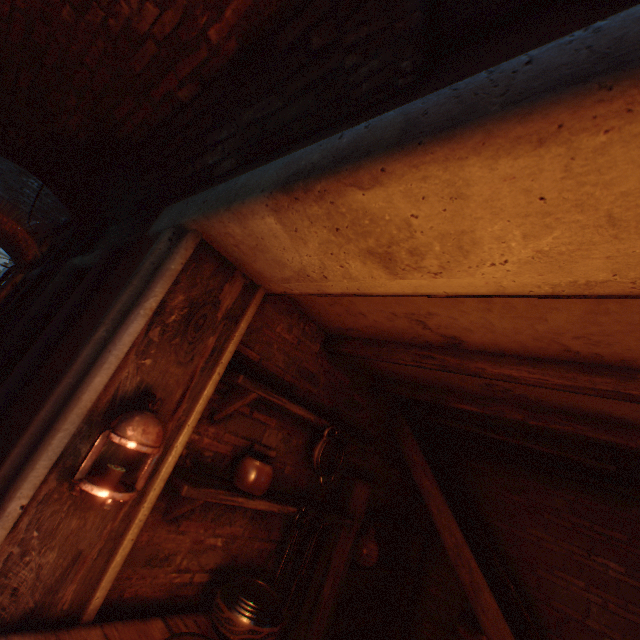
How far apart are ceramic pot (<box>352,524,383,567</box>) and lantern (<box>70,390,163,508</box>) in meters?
2.9

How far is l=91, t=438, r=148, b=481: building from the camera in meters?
1.6

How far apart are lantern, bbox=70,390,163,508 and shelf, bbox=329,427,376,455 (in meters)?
0.57

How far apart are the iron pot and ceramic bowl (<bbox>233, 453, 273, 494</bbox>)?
0.4 meters

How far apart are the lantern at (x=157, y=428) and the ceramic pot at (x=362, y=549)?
2.9m

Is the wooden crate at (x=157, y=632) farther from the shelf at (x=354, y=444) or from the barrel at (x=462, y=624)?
the barrel at (x=462, y=624)

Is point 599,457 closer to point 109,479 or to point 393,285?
point 393,285

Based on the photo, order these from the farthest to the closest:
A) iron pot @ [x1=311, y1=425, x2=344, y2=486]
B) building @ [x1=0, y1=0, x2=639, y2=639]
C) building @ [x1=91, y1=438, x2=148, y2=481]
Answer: iron pot @ [x1=311, y1=425, x2=344, y2=486] → building @ [x1=91, y1=438, x2=148, y2=481] → building @ [x1=0, y1=0, x2=639, y2=639]
